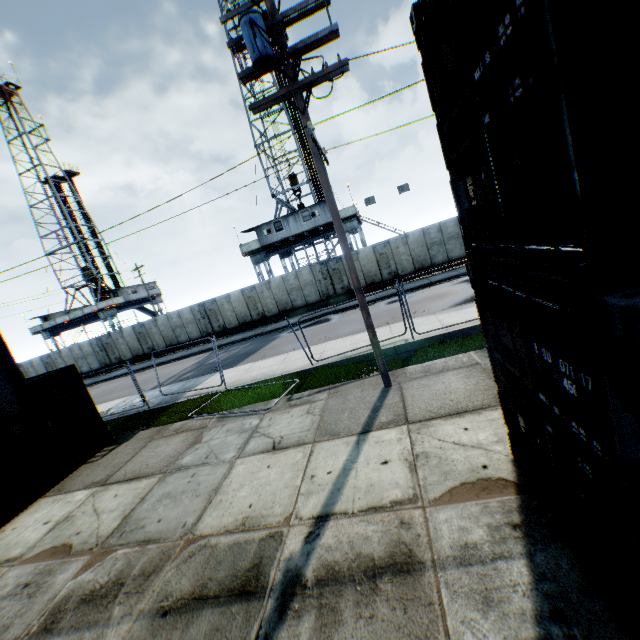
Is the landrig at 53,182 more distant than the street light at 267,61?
Yes

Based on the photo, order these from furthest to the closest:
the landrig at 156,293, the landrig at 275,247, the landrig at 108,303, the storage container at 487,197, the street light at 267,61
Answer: the landrig at 156,293, the landrig at 108,303, the landrig at 275,247, the street light at 267,61, the storage container at 487,197

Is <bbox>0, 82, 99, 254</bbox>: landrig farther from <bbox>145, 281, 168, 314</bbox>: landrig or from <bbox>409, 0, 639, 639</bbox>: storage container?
<bbox>409, 0, 639, 639</bbox>: storage container

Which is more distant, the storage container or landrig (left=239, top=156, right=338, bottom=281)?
landrig (left=239, top=156, right=338, bottom=281)

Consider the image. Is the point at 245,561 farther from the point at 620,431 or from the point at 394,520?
the point at 620,431

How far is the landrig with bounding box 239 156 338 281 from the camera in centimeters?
2736cm

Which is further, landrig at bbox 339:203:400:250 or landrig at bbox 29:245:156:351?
landrig at bbox 29:245:156:351

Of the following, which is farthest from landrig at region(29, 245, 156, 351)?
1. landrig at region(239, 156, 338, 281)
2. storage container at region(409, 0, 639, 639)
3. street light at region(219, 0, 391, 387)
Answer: storage container at region(409, 0, 639, 639)
